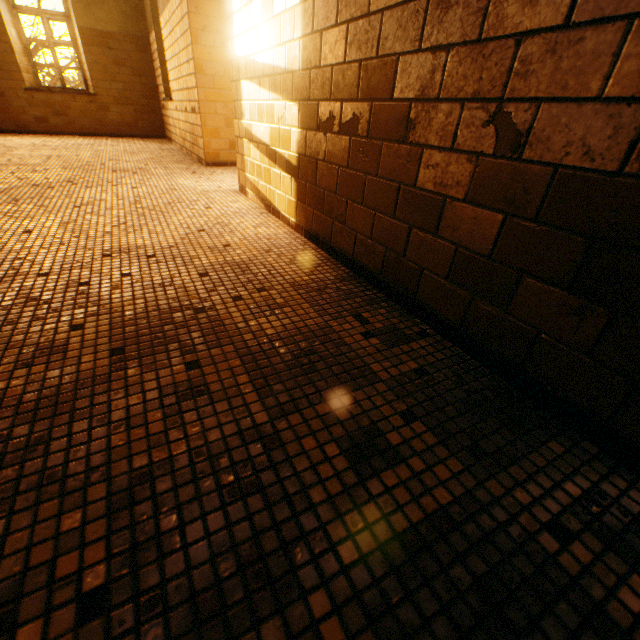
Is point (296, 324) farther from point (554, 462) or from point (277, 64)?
point (277, 64)
